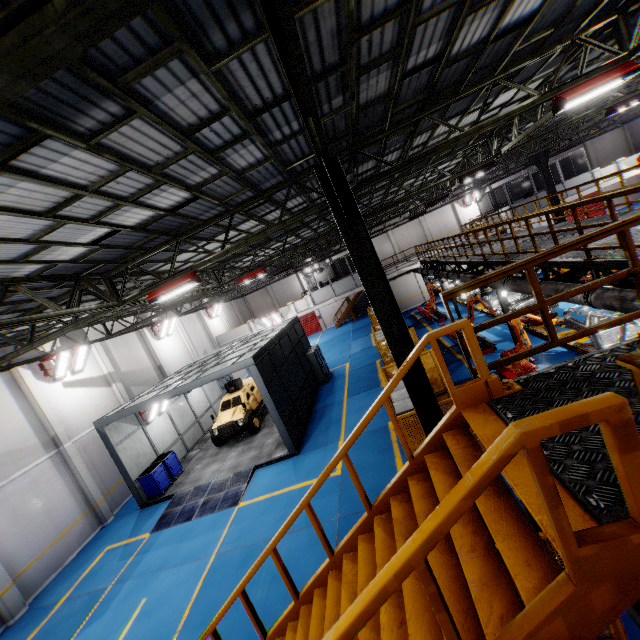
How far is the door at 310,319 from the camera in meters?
40.8 m

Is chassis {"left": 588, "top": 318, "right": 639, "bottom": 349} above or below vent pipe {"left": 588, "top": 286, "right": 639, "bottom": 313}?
below

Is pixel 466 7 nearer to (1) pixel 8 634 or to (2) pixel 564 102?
(2) pixel 564 102

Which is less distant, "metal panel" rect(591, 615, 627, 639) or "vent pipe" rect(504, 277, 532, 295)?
"metal panel" rect(591, 615, 627, 639)

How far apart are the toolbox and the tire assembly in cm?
400

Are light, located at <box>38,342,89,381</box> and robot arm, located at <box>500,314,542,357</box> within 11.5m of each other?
no

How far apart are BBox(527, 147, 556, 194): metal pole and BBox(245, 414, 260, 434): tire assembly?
23.2m

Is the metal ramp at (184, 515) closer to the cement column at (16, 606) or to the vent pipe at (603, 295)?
the cement column at (16, 606)
